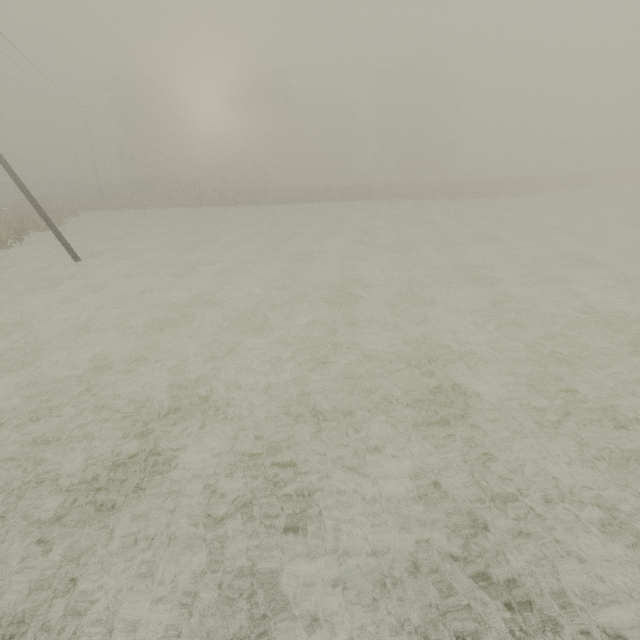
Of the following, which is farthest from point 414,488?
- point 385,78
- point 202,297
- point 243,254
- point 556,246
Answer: point 385,78
